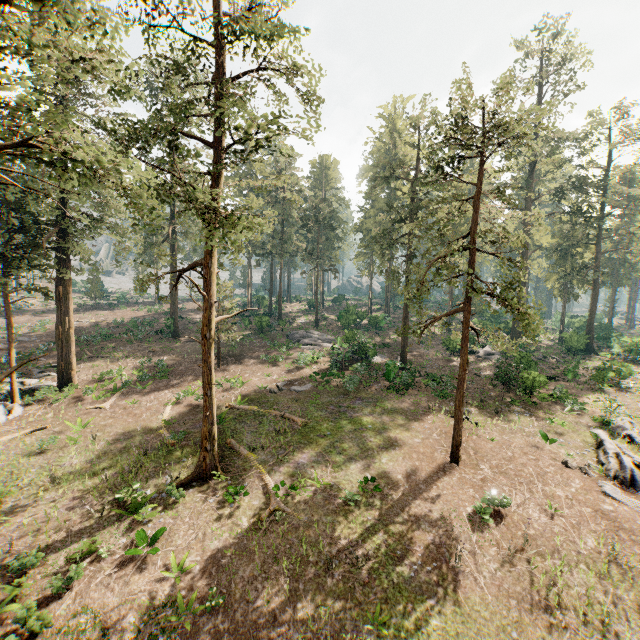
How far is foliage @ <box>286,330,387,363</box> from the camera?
31.4m

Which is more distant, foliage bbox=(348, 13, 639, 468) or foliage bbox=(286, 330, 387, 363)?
foliage bbox=(286, 330, 387, 363)

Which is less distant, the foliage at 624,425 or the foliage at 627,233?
the foliage at 627,233

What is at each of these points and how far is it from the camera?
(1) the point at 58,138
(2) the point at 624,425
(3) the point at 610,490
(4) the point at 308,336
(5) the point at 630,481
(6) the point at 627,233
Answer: (1) foliage, 22.0 meters
(2) foliage, 22.2 meters
(3) foliage, 16.2 meters
(4) foliage, 39.9 meters
(5) foliage, 16.8 meters
(6) foliage, 39.6 meters

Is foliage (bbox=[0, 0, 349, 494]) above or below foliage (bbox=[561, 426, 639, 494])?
above

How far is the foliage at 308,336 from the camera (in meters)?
31.42

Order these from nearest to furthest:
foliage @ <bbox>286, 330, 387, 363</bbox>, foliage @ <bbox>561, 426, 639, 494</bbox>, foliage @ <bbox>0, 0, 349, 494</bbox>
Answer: foliage @ <bbox>0, 0, 349, 494</bbox> < foliage @ <bbox>561, 426, 639, 494</bbox> < foliage @ <bbox>286, 330, 387, 363</bbox>
